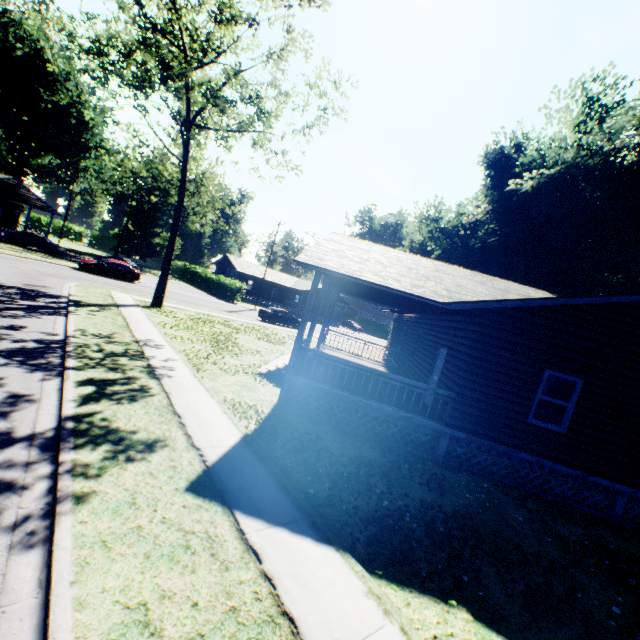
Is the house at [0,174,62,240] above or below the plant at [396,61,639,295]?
below

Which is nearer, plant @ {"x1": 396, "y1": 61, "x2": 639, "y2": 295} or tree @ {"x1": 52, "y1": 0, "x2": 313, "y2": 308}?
tree @ {"x1": 52, "y1": 0, "x2": 313, "y2": 308}

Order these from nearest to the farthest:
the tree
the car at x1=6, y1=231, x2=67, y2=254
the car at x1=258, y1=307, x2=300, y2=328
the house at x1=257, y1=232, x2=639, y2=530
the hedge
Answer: the house at x1=257, y1=232, x2=639, y2=530 < the tree < the car at x1=258, y1=307, x2=300, y2=328 < the car at x1=6, y1=231, x2=67, y2=254 < the hedge

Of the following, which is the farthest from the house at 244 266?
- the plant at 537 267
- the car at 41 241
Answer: the plant at 537 267

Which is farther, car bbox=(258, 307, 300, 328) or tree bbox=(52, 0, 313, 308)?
car bbox=(258, 307, 300, 328)

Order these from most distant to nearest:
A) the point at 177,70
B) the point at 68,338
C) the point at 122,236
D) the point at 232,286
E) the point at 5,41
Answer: the point at 122,236, the point at 232,286, the point at 5,41, the point at 177,70, the point at 68,338

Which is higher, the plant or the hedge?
the plant

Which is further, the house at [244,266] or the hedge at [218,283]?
the house at [244,266]
